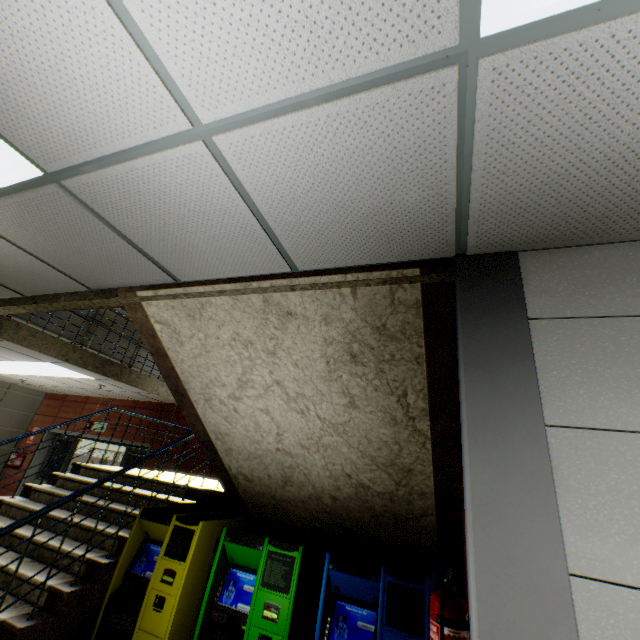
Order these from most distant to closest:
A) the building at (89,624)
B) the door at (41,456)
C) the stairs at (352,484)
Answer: the door at (41,456)
the building at (89,624)
the stairs at (352,484)

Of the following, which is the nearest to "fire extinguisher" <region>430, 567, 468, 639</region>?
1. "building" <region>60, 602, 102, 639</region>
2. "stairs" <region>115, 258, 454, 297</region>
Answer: "stairs" <region>115, 258, 454, 297</region>

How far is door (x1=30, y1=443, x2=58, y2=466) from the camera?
9.1 meters

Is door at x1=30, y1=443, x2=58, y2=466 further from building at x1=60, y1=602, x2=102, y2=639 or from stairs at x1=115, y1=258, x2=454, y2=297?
building at x1=60, y1=602, x2=102, y2=639

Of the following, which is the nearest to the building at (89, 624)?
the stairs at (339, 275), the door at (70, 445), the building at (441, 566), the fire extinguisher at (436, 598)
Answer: the stairs at (339, 275)

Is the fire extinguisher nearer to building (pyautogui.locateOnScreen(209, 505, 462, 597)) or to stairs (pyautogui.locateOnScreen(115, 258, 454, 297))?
stairs (pyautogui.locateOnScreen(115, 258, 454, 297))

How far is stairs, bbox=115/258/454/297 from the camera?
1.8 meters

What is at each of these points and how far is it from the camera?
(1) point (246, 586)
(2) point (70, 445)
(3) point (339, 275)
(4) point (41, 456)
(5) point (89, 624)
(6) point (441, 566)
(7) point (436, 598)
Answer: (1) atm, 2.7m
(2) door, 9.2m
(3) stairs, 2.0m
(4) door, 9.2m
(5) building, 3.1m
(6) building, 3.4m
(7) fire extinguisher, 1.6m
